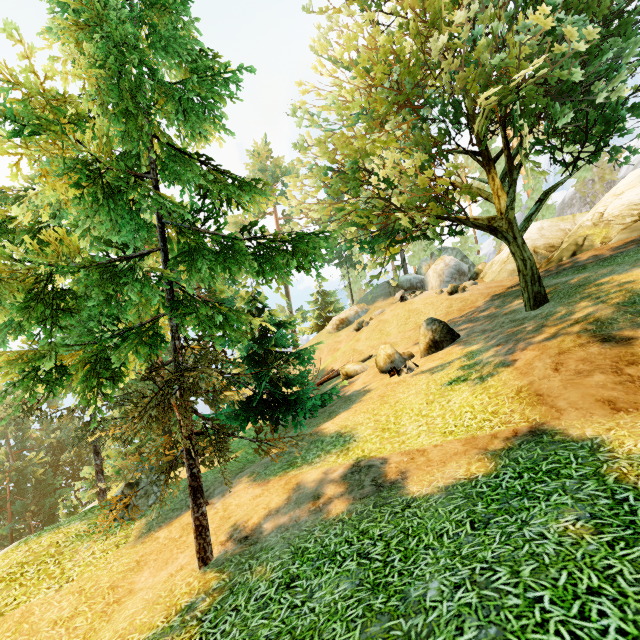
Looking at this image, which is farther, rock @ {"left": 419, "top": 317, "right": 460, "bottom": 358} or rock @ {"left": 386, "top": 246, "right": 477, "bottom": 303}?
rock @ {"left": 386, "top": 246, "right": 477, "bottom": 303}

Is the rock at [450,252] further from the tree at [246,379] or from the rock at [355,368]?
the rock at [355,368]

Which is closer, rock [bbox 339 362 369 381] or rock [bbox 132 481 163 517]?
rock [bbox 132 481 163 517]

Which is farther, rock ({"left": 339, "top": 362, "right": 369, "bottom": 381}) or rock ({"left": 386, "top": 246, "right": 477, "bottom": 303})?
rock ({"left": 386, "top": 246, "right": 477, "bottom": 303})

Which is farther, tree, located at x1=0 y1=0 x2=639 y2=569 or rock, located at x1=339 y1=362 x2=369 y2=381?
rock, located at x1=339 y1=362 x2=369 y2=381

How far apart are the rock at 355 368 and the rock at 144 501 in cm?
1130

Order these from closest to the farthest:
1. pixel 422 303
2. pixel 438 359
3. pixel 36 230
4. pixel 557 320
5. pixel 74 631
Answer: pixel 74 631 → pixel 36 230 → pixel 557 320 → pixel 438 359 → pixel 422 303

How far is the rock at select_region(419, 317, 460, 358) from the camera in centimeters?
1443cm
